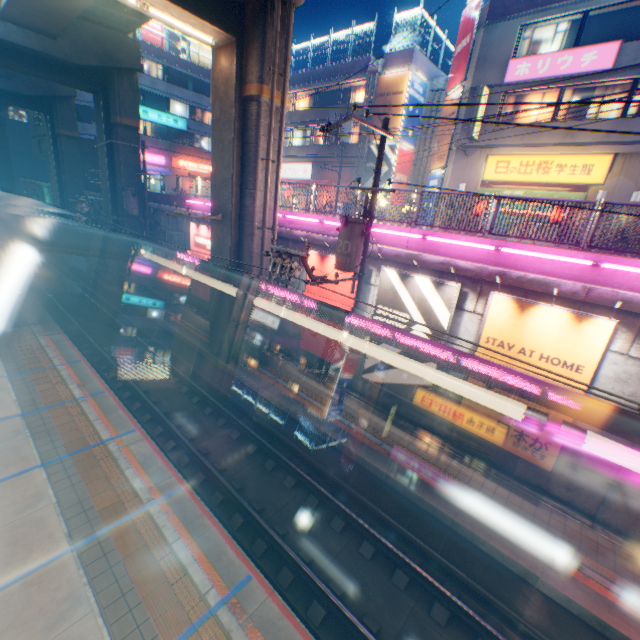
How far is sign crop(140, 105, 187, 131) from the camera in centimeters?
3567cm

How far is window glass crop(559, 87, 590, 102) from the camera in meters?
15.7 m

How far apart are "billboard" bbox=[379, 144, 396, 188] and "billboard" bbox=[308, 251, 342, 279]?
15.2 meters

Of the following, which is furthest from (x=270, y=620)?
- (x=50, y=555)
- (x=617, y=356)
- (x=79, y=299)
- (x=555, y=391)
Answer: (x=79, y=299)

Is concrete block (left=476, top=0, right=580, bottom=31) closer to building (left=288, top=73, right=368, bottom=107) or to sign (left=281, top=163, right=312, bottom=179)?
building (left=288, top=73, right=368, bottom=107)

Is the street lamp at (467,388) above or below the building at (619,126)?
below

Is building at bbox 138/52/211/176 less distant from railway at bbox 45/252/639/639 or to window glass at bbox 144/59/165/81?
window glass at bbox 144/59/165/81

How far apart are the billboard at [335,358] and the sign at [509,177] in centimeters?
1238cm
